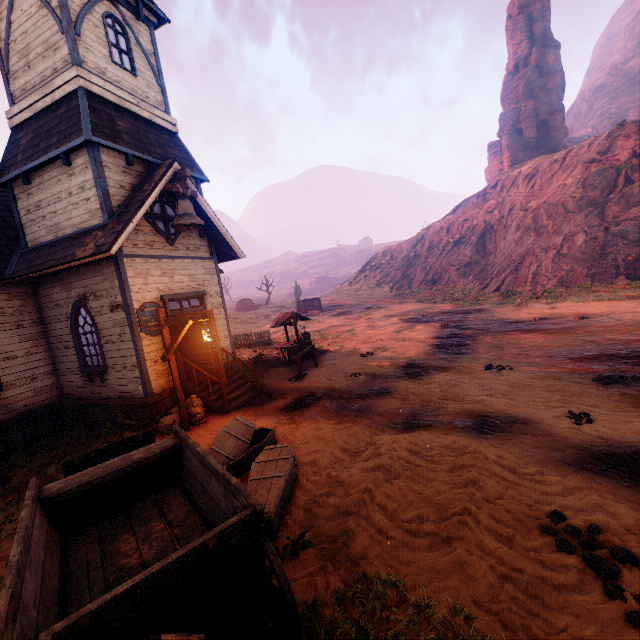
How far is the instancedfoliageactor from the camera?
54.2m

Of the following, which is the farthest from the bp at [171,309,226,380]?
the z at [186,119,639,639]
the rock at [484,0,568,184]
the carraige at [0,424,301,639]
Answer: the rock at [484,0,568,184]

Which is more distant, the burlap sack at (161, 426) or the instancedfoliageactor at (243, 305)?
the instancedfoliageactor at (243, 305)

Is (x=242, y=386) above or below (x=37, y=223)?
below

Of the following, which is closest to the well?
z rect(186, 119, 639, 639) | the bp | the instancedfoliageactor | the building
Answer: z rect(186, 119, 639, 639)

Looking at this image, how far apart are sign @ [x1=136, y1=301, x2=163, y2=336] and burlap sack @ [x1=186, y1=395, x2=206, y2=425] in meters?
2.0

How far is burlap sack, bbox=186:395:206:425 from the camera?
8.9 meters

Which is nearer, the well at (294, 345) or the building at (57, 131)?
the building at (57, 131)
